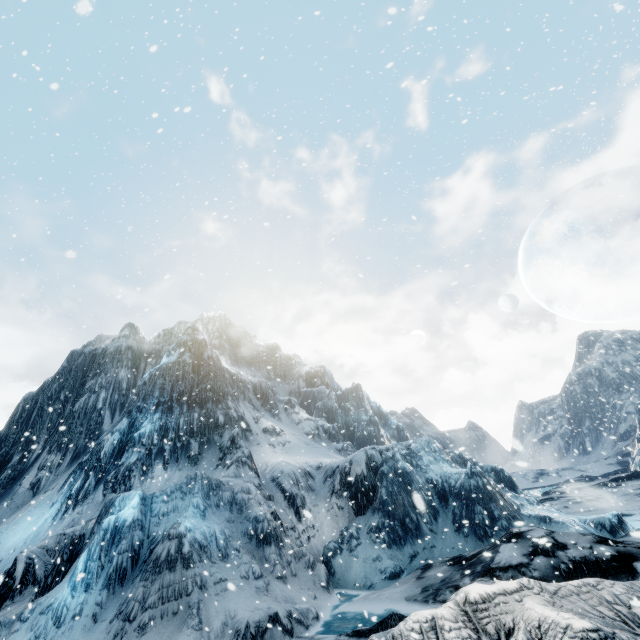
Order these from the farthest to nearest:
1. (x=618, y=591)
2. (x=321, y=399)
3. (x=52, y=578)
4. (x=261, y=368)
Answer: (x=261, y=368)
(x=321, y=399)
(x=52, y=578)
(x=618, y=591)
